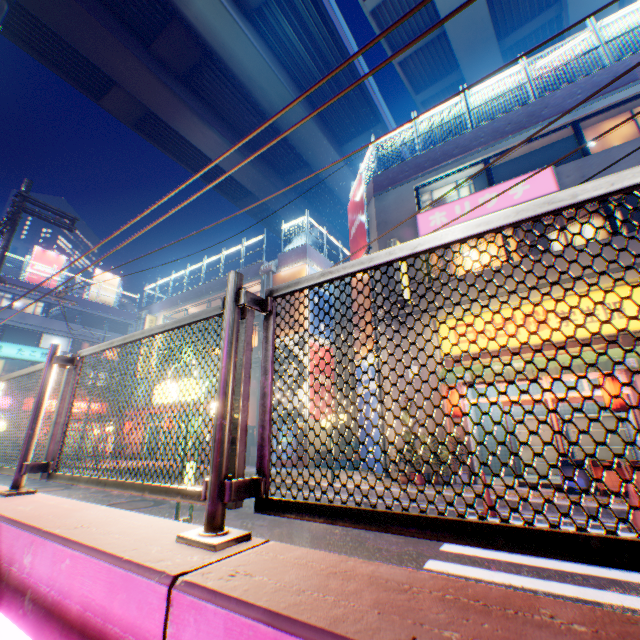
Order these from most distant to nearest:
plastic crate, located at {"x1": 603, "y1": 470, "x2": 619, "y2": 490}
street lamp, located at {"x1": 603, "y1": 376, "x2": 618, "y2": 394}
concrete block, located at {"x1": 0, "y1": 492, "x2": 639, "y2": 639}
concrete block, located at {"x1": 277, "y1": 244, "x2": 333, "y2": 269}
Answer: concrete block, located at {"x1": 277, "y1": 244, "x2": 333, "y2": 269} → street lamp, located at {"x1": 603, "y1": 376, "x2": 618, "y2": 394} → plastic crate, located at {"x1": 603, "y1": 470, "x2": 619, "y2": 490} → concrete block, located at {"x1": 0, "y1": 492, "x2": 639, "y2": 639}

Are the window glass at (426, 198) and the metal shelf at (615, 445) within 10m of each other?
yes

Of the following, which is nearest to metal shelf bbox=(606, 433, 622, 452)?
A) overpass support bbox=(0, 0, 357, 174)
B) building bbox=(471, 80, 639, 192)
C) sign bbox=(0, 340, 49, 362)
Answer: building bbox=(471, 80, 639, 192)

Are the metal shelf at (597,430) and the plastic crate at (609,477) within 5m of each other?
yes

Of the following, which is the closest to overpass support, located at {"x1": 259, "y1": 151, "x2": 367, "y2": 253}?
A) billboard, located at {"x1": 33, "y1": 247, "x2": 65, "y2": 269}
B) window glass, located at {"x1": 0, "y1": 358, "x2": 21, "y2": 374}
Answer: window glass, located at {"x1": 0, "y1": 358, "x2": 21, "y2": 374}

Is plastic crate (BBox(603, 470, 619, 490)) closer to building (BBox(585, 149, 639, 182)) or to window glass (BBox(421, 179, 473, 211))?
building (BBox(585, 149, 639, 182))

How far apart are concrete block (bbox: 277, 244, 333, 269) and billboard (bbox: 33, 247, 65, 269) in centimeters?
2844cm

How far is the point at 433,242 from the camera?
1.4m
